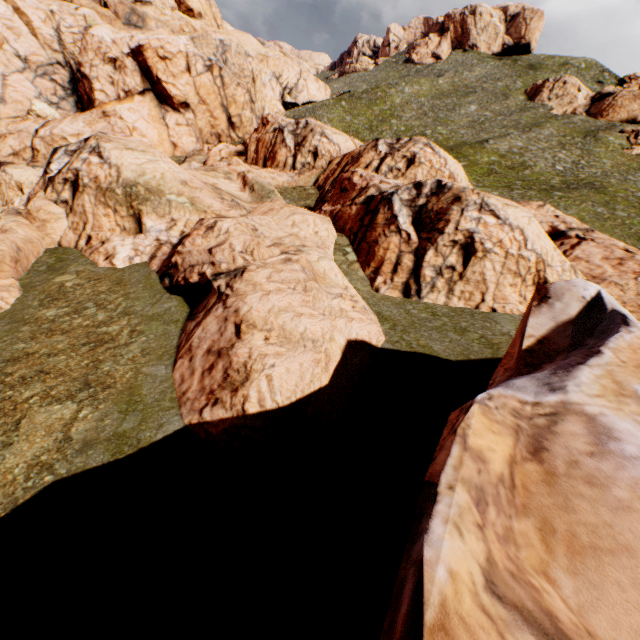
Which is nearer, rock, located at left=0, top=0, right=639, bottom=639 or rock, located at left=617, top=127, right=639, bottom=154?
rock, located at left=0, top=0, right=639, bottom=639

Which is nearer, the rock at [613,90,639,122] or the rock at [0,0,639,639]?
the rock at [0,0,639,639]

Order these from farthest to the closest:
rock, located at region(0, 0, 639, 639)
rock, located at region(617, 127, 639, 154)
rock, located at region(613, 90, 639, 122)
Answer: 1. rock, located at region(613, 90, 639, 122)
2. rock, located at region(617, 127, 639, 154)
3. rock, located at region(0, 0, 639, 639)

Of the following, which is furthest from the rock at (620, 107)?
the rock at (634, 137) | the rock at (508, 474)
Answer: the rock at (508, 474)

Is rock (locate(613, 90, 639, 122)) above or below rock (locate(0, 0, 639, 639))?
above

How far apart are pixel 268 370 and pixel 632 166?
64.5m

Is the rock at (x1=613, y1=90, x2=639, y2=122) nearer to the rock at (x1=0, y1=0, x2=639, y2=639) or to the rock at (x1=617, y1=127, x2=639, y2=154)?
the rock at (x1=617, y1=127, x2=639, y2=154)
